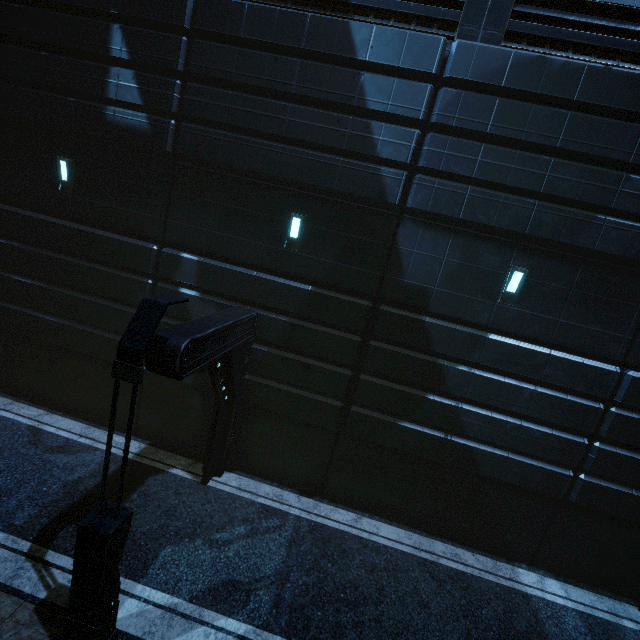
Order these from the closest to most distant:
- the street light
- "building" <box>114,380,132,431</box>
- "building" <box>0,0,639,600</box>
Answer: the street light → "building" <box>0,0,639,600</box> → "building" <box>114,380,132,431</box>

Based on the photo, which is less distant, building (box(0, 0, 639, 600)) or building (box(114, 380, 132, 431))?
building (box(0, 0, 639, 600))

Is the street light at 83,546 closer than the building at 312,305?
Yes

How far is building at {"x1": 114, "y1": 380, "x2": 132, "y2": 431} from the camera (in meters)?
9.70

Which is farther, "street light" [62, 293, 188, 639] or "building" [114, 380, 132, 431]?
"building" [114, 380, 132, 431]

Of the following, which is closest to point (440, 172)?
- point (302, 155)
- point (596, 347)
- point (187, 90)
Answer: point (302, 155)

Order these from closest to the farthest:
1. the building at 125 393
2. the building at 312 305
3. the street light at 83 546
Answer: the street light at 83 546, the building at 312 305, the building at 125 393
